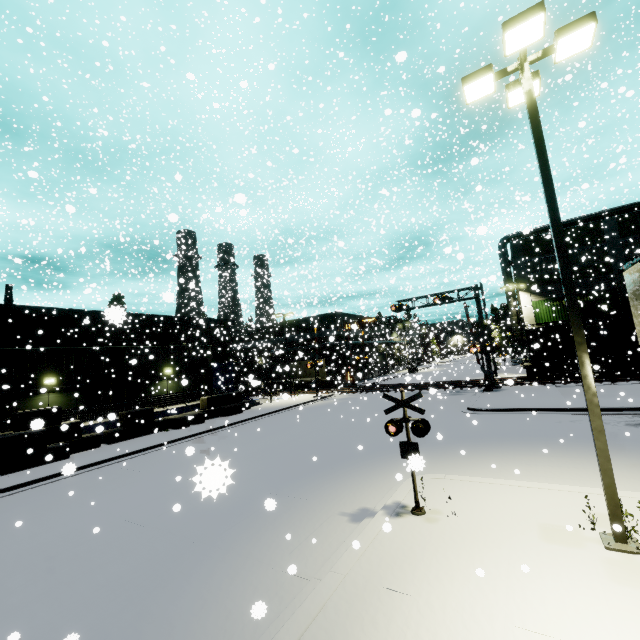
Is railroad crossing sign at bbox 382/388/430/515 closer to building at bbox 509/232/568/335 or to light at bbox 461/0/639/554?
building at bbox 509/232/568/335

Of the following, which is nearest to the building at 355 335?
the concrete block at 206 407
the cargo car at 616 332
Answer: the concrete block at 206 407

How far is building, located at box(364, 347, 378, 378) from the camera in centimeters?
3908cm

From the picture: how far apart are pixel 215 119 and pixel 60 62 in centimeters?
3236cm

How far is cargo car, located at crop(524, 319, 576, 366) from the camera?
28.78m

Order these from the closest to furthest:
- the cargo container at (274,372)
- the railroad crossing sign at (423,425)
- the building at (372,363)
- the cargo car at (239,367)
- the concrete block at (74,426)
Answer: the railroad crossing sign at (423,425) → the concrete block at (74,426) → the cargo car at (239,367) → the cargo container at (274,372) → the building at (372,363)

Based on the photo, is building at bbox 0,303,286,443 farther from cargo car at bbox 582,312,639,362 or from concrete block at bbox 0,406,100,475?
cargo car at bbox 582,312,639,362
